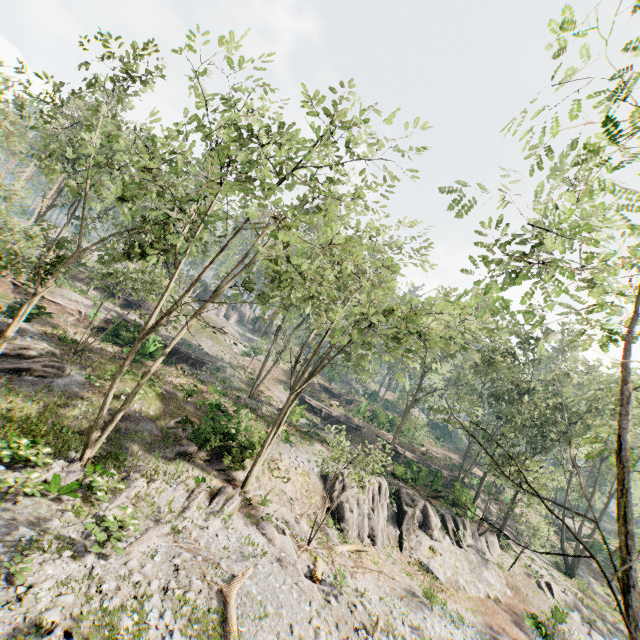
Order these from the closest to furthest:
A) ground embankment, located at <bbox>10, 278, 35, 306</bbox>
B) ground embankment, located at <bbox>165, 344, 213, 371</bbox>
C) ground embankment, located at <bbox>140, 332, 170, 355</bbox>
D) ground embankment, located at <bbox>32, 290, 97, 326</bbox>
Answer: ground embankment, located at <bbox>10, 278, 35, 306</bbox> → ground embankment, located at <bbox>32, 290, 97, 326</bbox> → ground embankment, located at <bbox>140, 332, 170, 355</bbox> → ground embankment, located at <bbox>165, 344, 213, 371</bbox>

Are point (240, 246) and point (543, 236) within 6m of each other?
no

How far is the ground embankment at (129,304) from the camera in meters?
41.7 m

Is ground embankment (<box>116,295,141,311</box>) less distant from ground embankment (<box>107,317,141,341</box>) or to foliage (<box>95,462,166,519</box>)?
foliage (<box>95,462,166,519</box>)

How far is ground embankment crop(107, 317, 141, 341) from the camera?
29.19m

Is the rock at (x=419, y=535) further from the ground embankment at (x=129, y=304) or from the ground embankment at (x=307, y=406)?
the ground embankment at (x=129, y=304)
